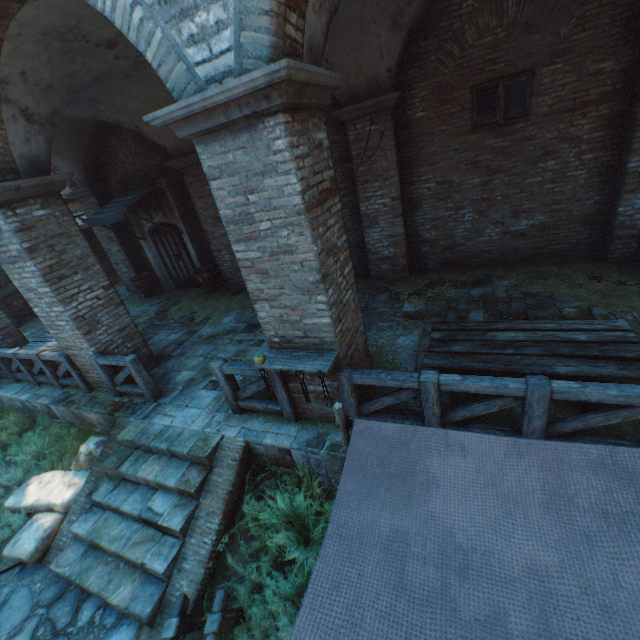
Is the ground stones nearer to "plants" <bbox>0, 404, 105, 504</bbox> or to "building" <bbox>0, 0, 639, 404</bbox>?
"plants" <bbox>0, 404, 105, 504</bbox>

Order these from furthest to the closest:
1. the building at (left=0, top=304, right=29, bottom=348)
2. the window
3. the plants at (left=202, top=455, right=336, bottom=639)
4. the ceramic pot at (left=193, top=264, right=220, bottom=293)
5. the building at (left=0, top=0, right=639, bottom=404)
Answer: the ceramic pot at (left=193, top=264, right=220, bottom=293) < the building at (left=0, top=304, right=29, bottom=348) < the window < the plants at (left=202, top=455, right=336, bottom=639) < the building at (left=0, top=0, right=639, bottom=404)

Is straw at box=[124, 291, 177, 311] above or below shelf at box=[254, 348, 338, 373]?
below

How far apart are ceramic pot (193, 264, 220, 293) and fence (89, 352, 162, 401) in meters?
4.6 m

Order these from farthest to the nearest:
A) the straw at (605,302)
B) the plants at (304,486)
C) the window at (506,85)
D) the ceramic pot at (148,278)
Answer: the ceramic pot at (148,278) < the window at (506,85) < the straw at (605,302) < the plants at (304,486)

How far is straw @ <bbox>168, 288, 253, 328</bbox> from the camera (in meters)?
9.02

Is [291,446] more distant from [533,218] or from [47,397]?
A: [533,218]

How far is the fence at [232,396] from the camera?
4.4 meters
